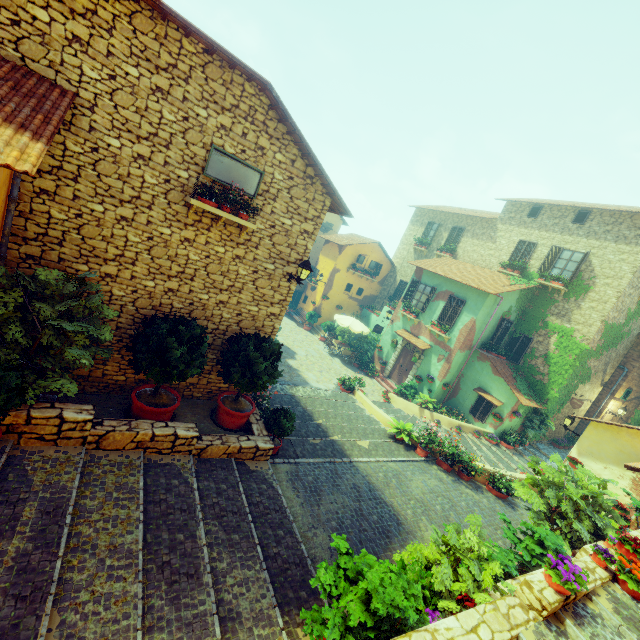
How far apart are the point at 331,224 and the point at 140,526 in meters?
28.5 m

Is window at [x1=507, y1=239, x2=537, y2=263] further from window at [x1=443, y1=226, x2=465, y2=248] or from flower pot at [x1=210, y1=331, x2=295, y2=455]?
flower pot at [x1=210, y1=331, x2=295, y2=455]

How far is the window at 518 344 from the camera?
17.6m

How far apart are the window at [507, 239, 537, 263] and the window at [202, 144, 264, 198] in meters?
17.3 m

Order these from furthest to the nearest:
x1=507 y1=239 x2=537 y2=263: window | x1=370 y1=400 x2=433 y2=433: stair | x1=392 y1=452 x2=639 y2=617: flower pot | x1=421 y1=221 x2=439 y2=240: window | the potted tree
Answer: x1=421 y1=221 x2=439 y2=240: window < x1=507 y1=239 x2=537 y2=263: window < x1=370 y1=400 x2=433 y2=433: stair < x1=392 y1=452 x2=639 y2=617: flower pot < the potted tree

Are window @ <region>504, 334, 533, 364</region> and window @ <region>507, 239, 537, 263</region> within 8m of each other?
yes

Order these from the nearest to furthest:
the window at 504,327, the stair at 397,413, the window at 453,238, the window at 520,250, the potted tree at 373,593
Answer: the potted tree at 373,593
the stair at 397,413
the window at 504,327
the window at 520,250
the window at 453,238

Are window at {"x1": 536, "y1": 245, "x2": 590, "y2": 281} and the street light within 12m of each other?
no
